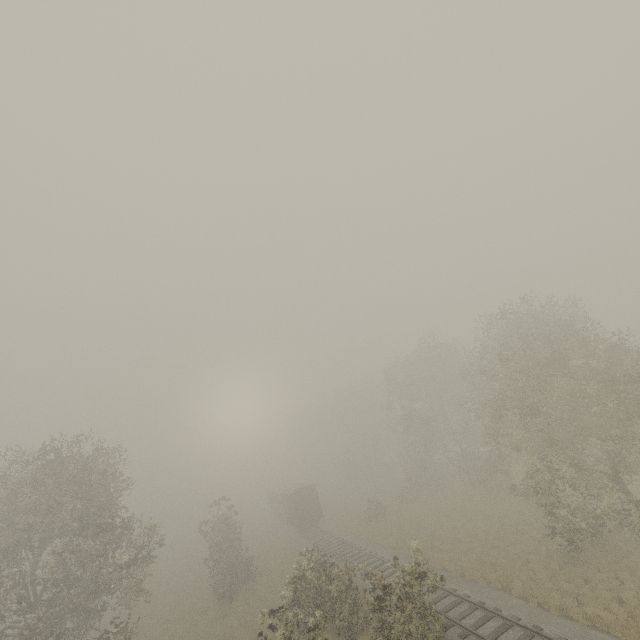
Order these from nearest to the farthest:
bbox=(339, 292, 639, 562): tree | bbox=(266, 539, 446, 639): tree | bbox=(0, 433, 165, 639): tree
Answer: bbox=(266, 539, 446, 639): tree < bbox=(0, 433, 165, 639): tree < bbox=(339, 292, 639, 562): tree

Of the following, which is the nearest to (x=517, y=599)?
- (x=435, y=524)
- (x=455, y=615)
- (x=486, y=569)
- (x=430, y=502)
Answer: (x=455, y=615)

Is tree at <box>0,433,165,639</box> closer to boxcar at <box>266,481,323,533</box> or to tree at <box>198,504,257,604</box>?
tree at <box>198,504,257,604</box>

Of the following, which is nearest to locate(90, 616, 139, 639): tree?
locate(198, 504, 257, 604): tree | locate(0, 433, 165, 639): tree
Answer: locate(198, 504, 257, 604): tree

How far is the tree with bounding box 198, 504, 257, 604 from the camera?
26.5 meters

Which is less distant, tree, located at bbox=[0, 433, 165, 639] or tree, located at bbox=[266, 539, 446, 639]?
tree, located at bbox=[266, 539, 446, 639]

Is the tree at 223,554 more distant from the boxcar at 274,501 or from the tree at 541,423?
the boxcar at 274,501

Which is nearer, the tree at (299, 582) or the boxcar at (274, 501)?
the tree at (299, 582)
